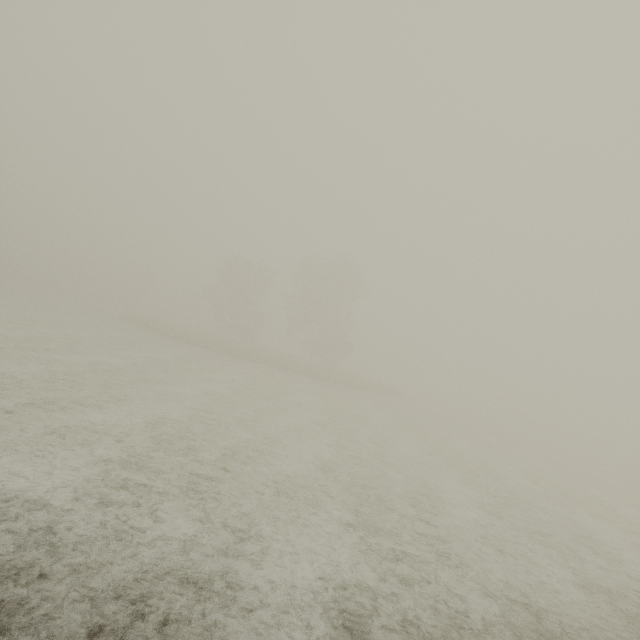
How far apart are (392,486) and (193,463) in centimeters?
586cm
